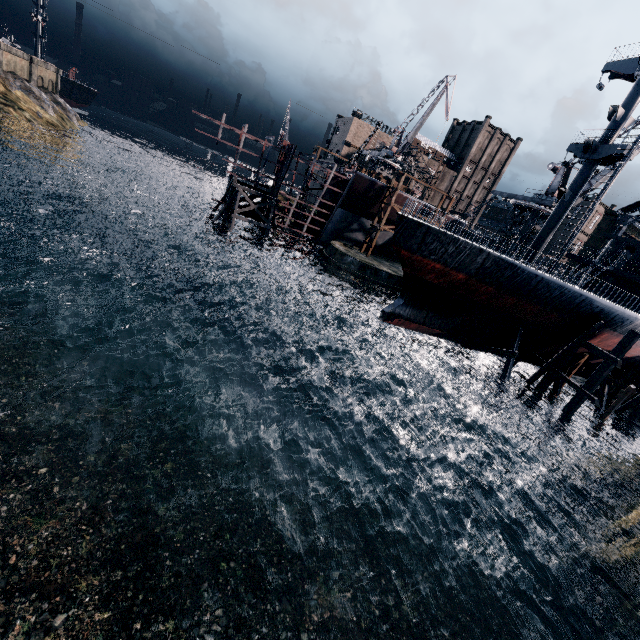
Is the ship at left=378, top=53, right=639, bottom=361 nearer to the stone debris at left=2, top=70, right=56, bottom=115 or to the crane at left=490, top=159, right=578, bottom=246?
the crane at left=490, top=159, right=578, bottom=246

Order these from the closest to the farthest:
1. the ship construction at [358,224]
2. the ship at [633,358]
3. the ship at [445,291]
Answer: the ship at [445,291] → the ship at [633,358] → the ship construction at [358,224]

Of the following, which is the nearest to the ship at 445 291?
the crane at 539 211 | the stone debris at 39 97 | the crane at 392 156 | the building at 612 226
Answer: the crane at 539 211

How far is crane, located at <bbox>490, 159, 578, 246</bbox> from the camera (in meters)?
42.22

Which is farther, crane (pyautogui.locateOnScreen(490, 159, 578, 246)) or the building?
the building

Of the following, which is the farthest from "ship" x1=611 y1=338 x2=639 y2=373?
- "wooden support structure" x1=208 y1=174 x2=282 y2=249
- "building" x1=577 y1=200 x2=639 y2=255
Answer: "building" x1=577 y1=200 x2=639 y2=255

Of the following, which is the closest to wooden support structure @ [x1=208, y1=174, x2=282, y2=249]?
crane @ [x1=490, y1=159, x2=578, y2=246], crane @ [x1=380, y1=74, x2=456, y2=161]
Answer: crane @ [x1=380, y1=74, x2=456, y2=161]

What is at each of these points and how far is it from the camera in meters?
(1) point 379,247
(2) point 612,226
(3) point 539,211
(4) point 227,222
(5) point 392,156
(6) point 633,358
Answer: (1) ship construction, 49.3 m
(2) building, 47.8 m
(3) crane, 44.2 m
(4) wooden support structure, 43.7 m
(5) crane, 58.9 m
(6) ship, 28.6 m
